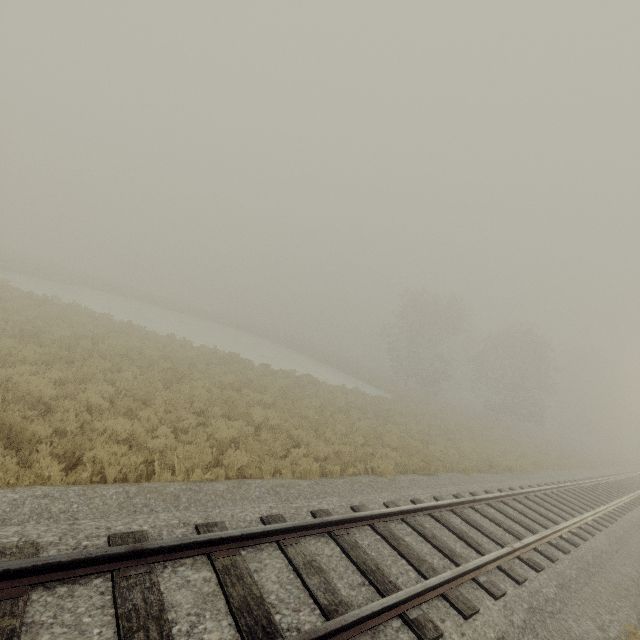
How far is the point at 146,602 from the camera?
3.23m
